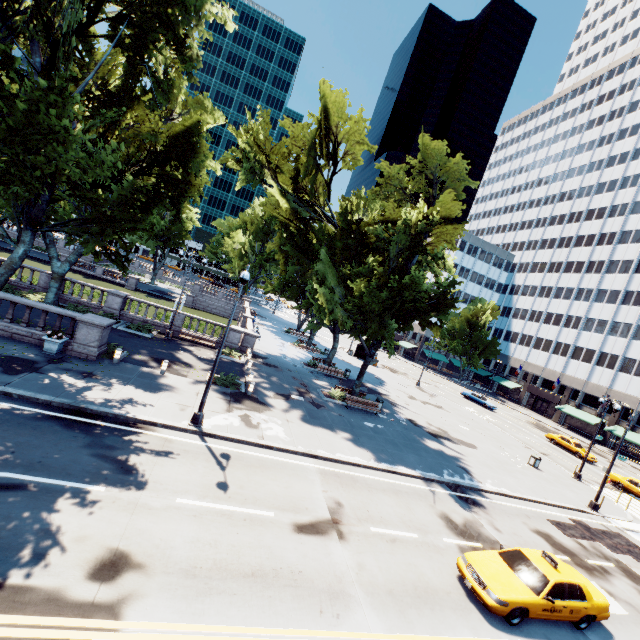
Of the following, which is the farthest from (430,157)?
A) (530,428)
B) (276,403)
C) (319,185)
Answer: (530,428)

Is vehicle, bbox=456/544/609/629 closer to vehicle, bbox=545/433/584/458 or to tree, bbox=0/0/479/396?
tree, bbox=0/0/479/396

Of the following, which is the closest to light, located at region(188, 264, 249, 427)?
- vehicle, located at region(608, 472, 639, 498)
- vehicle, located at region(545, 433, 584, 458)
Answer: vehicle, located at region(608, 472, 639, 498)

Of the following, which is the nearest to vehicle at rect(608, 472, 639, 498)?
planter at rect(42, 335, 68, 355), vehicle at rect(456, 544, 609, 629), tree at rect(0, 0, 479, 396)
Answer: vehicle at rect(456, 544, 609, 629)

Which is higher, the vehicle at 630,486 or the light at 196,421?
the vehicle at 630,486

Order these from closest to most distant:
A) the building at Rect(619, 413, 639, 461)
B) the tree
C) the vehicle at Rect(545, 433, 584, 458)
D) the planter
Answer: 1. the tree
2. the planter
3. the vehicle at Rect(545, 433, 584, 458)
4. the building at Rect(619, 413, 639, 461)

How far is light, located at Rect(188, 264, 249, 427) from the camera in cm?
1301

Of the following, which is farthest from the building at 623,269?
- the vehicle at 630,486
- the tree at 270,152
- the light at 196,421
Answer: the light at 196,421
